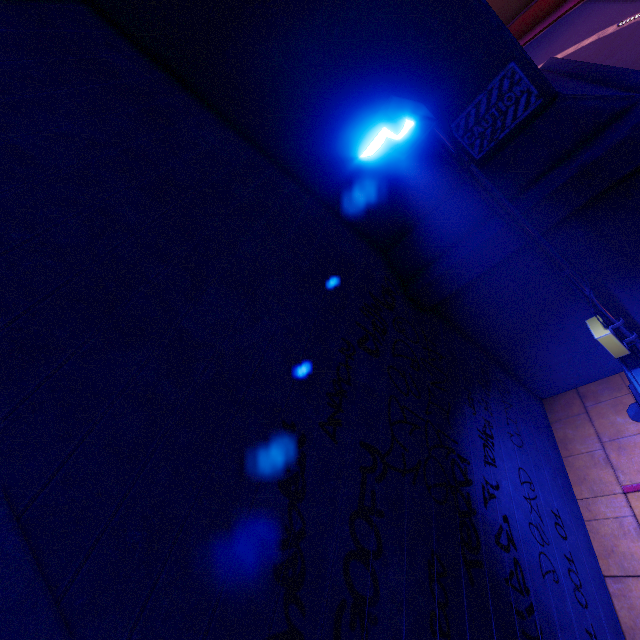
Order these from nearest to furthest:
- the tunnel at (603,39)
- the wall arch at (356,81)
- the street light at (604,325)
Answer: the street light at (604,325) < the wall arch at (356,81) < the tunnel at (603,39)

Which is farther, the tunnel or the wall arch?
the tunnel

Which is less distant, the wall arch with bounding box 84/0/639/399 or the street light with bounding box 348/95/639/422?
the street light with bounding box 348/95/639/422

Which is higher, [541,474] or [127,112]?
[127,112]

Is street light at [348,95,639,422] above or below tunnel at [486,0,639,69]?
above

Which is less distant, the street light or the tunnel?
the street light

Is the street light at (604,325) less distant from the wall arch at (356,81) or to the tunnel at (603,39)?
the wall arch at (356,81)

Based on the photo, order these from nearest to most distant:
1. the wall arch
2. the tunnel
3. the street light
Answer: the street light → the wall arch → the tunnel
